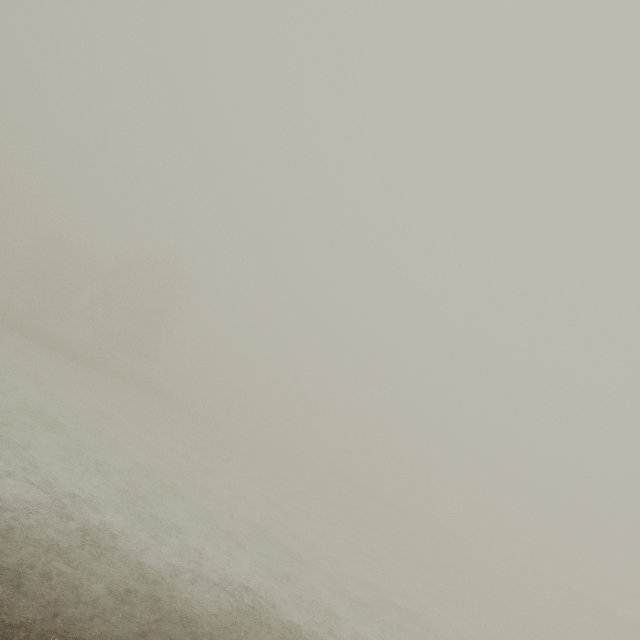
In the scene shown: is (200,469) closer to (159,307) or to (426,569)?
(426,569)
